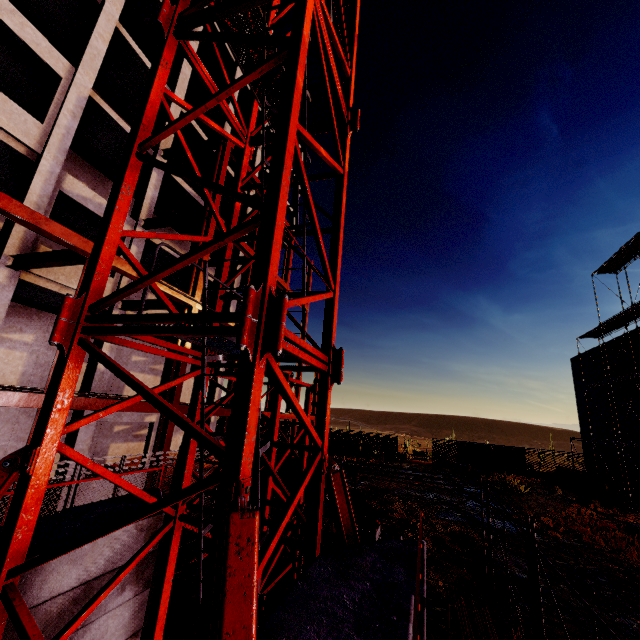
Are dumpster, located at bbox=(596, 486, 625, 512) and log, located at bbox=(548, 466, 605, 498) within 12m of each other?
yes

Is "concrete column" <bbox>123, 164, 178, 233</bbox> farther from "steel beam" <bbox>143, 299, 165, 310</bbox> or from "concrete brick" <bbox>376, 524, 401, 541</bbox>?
"concrete brick" <bbox>376, 524, 401, 541</bbox>

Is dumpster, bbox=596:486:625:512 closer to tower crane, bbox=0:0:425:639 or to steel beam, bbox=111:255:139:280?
steel beam, bbox=111:255:139:280

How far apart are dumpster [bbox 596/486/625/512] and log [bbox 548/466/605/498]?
2.9 meters

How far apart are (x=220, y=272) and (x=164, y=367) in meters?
12.6

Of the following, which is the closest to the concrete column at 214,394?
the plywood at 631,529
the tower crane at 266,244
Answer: the tower crane at 266,244

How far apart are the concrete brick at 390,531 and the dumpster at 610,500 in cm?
2001

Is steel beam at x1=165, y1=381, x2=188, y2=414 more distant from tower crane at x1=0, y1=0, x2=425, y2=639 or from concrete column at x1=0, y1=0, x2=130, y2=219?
tower crane at x1=0, y1=0, x2=425, y2=639
